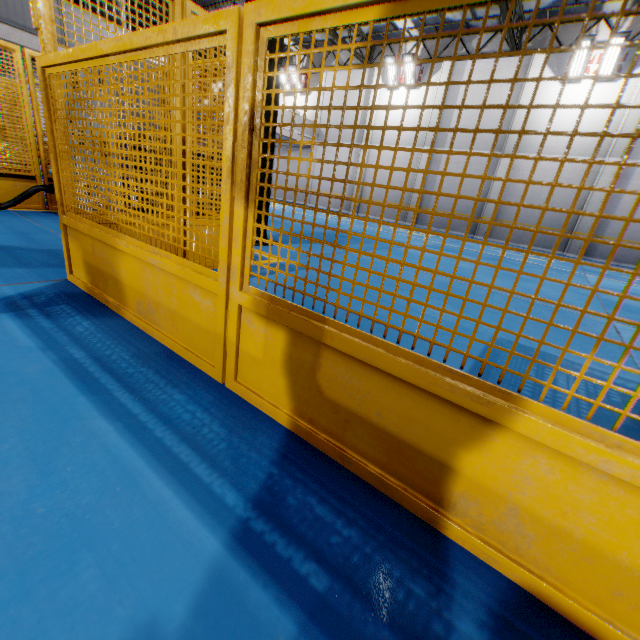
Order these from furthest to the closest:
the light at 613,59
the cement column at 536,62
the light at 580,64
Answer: the cement column at 536,62 → the light at 580,64 → the light at 613,59

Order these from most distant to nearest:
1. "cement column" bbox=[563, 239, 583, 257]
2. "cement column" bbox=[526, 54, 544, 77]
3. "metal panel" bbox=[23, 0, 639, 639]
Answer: "cement column" bbox=[563, 239, 583, 257]
"cement column" bbox=[526, 54, 544, 77]
"metal panel" bbox=[23, 0, 639, 639]

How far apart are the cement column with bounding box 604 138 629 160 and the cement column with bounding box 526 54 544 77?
3.33m

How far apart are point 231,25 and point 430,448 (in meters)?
1.58

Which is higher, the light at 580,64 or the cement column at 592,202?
the light at 580,64
